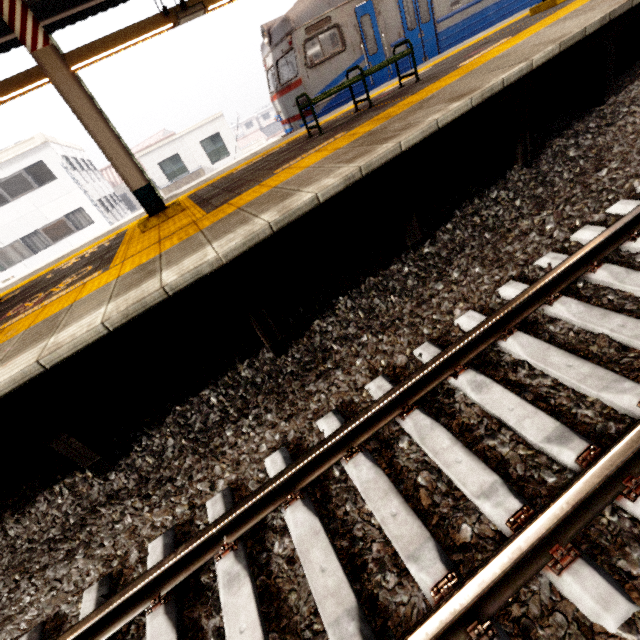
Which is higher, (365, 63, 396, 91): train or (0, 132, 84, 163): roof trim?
(0, 132, 84, 163): roof trim

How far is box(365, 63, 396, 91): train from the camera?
Answer: 9.5 meters

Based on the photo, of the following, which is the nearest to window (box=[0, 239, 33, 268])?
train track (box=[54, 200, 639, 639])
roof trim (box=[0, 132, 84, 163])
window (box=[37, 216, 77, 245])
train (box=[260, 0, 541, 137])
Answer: window (box=[37, 216, 77, 245])

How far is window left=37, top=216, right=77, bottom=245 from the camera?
20.6m

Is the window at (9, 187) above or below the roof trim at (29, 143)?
below

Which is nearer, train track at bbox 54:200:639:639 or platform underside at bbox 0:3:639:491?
train track at bbox 54:200:639:639

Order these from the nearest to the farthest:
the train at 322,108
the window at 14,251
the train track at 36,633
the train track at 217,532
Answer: the train track at 217,532 → the train track at 36,633 → the train at 322,108 → the window at 14,251

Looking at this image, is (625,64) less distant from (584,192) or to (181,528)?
(584,192)
